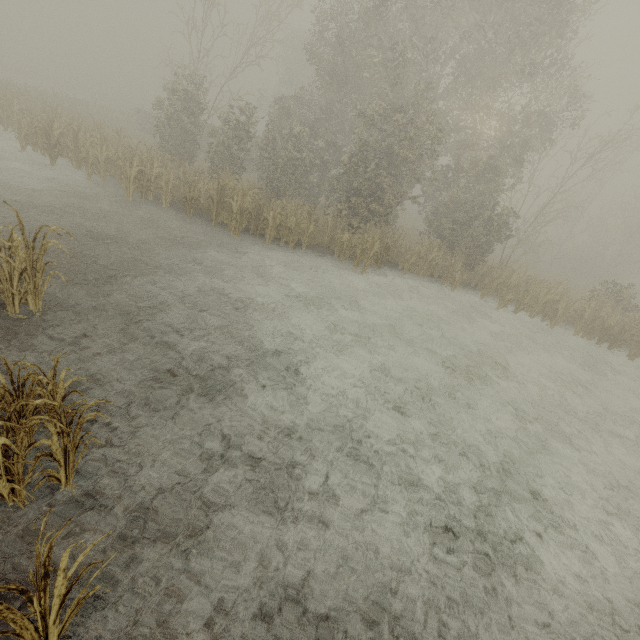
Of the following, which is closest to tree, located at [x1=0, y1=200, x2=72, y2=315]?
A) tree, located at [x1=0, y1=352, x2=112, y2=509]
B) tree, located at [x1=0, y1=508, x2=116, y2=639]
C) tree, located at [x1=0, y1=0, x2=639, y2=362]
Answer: tree, located at [x1=0, y1=352, x2=112, y2=509]

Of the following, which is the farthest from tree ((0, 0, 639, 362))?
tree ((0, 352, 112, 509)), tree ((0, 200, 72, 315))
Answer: tree ((0, 352, 112, 509))

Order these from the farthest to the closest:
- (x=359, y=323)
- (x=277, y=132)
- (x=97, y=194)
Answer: (x=277, y=132) < (x=97, y=194) < (x=359, y=323)

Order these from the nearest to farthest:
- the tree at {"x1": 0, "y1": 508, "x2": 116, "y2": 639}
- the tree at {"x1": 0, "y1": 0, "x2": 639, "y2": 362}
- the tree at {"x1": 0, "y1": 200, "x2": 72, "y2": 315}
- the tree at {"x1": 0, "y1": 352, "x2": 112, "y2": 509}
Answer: the tree at {"x1": 0, "y1": 508, "x2": 116, "y2": 639}, the tree at {"x1": 0, "y1": 352, "x2": 112, "y2": 509}, the tree at {"x1": 0, "y1": 200, "x2": 72, "y2": 315}, the tree at {"x1": 0, "y1": 0, "x2": 639, "y2": 362}

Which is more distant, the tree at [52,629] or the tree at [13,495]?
the tree at [13,495]

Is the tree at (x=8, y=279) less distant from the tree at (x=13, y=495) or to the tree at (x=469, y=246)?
the tree at (x=13, y=495)

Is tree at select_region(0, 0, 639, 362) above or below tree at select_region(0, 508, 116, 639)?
above

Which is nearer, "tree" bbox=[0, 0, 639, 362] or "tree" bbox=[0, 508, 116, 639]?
"tree" bbox=[0, 508, 116, 639]
